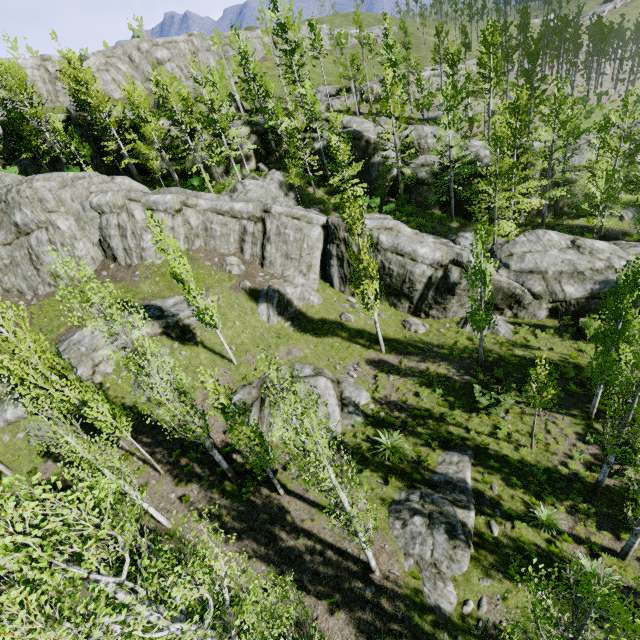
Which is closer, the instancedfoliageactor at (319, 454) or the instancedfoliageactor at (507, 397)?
the instancedfoliageactor at (319, 454)

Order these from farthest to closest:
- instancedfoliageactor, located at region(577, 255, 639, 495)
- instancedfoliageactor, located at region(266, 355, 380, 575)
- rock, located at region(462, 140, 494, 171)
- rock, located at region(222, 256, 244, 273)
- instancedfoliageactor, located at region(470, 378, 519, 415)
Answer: rock, located at region(462, 140, 494, 171), rock, located at region(222, 256, 244, 273), instancedfoliageactor, located at region(470, 378, 519, 415), instancedfoliageactor, located at region(577, 255, 639, 495), instancedfoliageactor, located at region(266, 355, 380, 575)

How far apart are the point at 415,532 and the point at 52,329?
26.3m

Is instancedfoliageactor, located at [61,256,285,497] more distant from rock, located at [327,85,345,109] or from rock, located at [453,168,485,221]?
rock, located at [327,85,345,109]

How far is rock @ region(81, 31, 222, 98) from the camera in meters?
42.2 m

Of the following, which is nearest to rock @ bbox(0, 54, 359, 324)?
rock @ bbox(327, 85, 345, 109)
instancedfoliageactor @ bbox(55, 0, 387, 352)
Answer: instancedfoliageactor @ bbox(55, 0, 387, 352)

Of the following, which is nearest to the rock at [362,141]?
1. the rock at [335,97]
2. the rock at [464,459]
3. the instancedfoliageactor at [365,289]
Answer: the instancedfoliageactor at [365,289]
